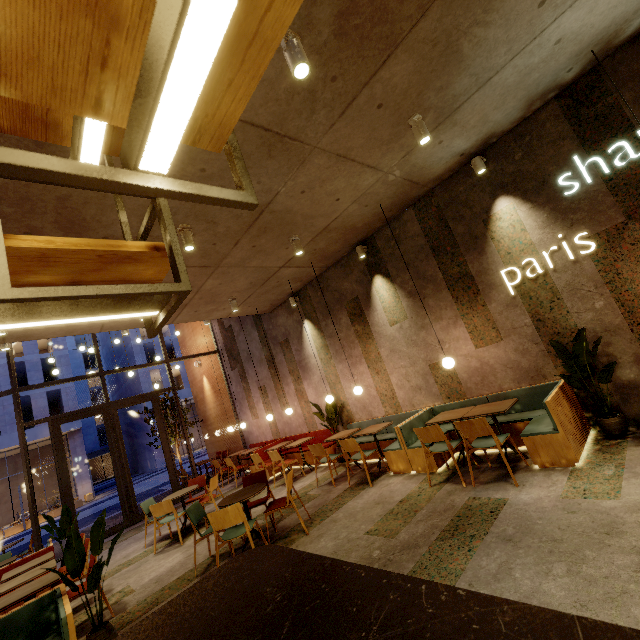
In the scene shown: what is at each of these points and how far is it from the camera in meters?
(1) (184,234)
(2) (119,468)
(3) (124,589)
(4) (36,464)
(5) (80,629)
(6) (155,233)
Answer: (1) lamp, 4.4
(2) door, 9.5
(3) building, 5.0
(4) building, 31.2
(5) building, 4.2
(6) building, 4.4

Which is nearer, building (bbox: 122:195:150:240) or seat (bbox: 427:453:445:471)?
building (bbox: 122:195:150:240)

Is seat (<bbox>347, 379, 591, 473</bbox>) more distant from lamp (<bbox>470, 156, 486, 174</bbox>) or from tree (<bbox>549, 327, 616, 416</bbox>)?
lamp (<bbox>470, 156, 486, 174</bbox>)

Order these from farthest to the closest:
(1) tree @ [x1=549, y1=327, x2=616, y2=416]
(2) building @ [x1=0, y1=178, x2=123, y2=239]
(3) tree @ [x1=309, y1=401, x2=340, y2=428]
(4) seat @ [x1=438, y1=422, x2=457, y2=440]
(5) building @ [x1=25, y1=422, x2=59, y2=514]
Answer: (5) building @ [x1=25, y1=422, x2=59, y2=514] < (3) tree @ [x1=309, y1=401, x2=340, y2=428] < (4) seat @ [x1=438, y1=422, x2=457, y2=440] < (1) tree @ [x1=549, y1=327, x2=616, y2=416] < (2) building @ [x1=0, y1=178, x2=123, y2=239]

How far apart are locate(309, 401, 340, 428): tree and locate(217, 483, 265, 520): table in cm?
280

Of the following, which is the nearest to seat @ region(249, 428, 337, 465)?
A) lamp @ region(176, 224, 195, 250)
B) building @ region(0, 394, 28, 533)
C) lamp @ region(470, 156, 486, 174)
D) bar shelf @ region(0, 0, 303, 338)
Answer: lamp @ region(176, 224, 195, 250)

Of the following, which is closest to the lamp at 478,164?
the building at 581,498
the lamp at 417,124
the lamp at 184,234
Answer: the building at 581,498

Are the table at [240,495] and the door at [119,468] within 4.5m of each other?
no
